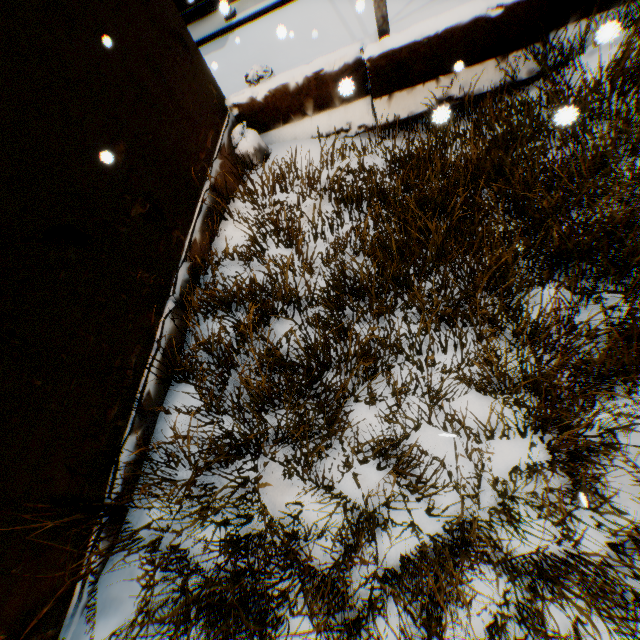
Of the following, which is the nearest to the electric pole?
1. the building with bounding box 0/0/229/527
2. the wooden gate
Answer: the building with bounding box 0/0/229/527

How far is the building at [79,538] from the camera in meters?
2.5 m

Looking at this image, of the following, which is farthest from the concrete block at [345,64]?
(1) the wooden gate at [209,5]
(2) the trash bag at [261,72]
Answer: (1) the wooden gate at [209,5]

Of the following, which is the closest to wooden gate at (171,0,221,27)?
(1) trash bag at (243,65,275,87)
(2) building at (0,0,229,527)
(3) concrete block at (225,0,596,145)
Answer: (2) building at (0,0,229,527)

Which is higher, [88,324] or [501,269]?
[88,324]

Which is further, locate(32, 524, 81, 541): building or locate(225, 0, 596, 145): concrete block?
locate(225, 0, 596, 145): concrete block

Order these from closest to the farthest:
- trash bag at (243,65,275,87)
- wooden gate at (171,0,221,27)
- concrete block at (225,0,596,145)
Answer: concrete block at (225,0,596,145) → trash bag at (243,65,275,87) → wooden gate at (171,0,221,27)

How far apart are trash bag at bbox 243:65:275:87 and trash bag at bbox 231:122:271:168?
0.54m
